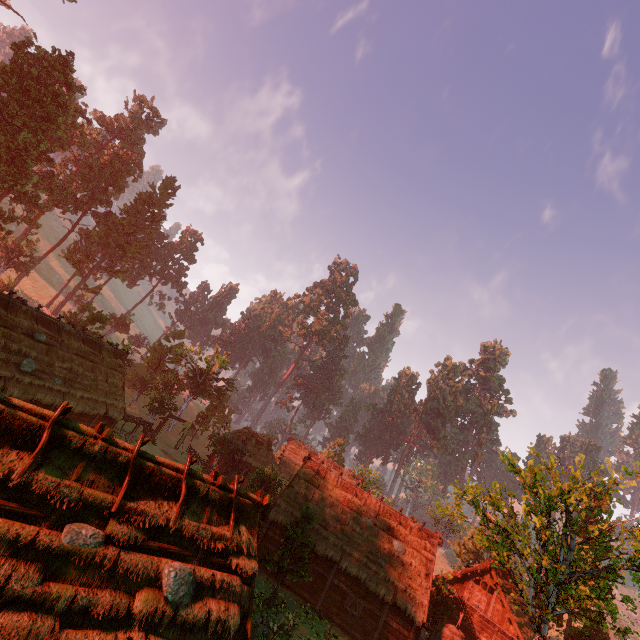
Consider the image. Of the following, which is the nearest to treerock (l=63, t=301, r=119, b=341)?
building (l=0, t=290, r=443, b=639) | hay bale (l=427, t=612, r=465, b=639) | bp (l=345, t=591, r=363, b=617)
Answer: building (l=0, t=290, r=443, b=639)

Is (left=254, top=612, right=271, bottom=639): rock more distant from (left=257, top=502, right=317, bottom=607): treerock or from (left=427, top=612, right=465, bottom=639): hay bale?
(left=427, top=612, right=465, bottom=639): hay bale

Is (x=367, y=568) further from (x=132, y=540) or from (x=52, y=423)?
(x=52, y=423)

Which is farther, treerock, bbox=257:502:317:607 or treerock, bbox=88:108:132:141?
treerock, bbox=88:108:132:141

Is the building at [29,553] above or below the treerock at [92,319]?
below

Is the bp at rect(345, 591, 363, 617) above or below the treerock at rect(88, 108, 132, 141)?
below

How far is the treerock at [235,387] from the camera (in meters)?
40.70
